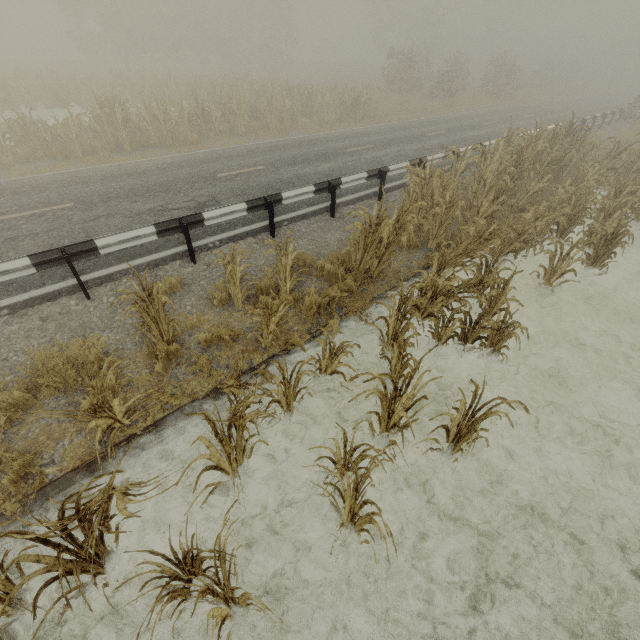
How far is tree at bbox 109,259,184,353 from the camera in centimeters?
408cm

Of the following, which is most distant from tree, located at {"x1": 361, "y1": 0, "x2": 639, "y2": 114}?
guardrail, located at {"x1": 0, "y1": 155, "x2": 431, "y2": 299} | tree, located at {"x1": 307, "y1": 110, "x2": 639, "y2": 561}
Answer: tree, located at {"x1": 307, "y1": 110, "x2": 639, "y2": 561}

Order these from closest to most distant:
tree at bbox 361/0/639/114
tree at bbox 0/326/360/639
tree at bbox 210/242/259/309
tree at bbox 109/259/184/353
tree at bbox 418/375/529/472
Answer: tree at bbox 0/326/360/639 → tree at bbox 418/375/529/472 → tree at bbox 109/259/184/353 → tree at bbox 210/242/259/309 → tree at bbox 361/0/639/114

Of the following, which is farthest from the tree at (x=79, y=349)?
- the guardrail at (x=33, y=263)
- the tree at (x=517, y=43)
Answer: the tree at (x=517, y=43)

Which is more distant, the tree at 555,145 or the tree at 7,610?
the tree at 555,145

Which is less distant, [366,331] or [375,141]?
[366,331]

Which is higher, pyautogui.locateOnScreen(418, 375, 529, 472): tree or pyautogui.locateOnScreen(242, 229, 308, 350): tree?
pyautogui.locateOnScreen(242, 229, 308, 350): tree
